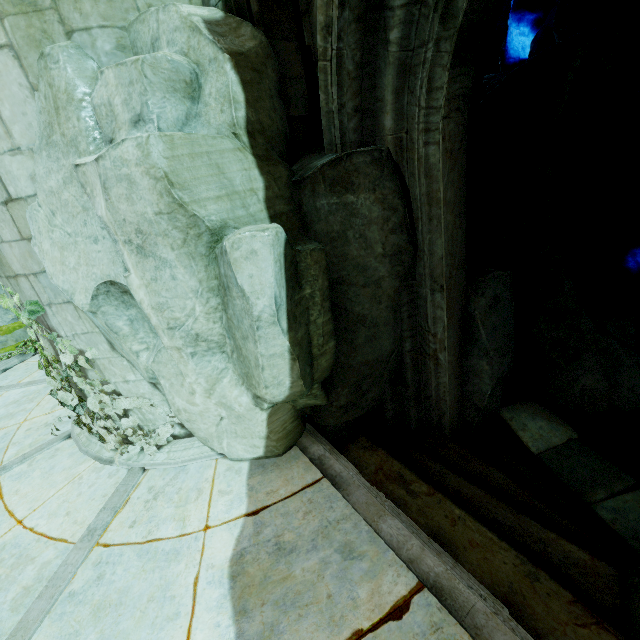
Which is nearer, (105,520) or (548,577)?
(548,577)

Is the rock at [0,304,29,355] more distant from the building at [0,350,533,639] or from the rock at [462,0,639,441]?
the building at [0,350,533,639]

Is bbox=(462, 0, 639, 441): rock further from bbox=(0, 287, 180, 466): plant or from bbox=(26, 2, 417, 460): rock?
bbox=(0, 287, 180, 466): plant

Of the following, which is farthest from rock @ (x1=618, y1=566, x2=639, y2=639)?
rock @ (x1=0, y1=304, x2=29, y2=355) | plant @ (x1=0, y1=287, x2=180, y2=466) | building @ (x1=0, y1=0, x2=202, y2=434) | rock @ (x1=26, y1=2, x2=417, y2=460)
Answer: rock @ (x1=0, y1=304, x2=29, y2=355)

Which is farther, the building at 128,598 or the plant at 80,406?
the plant at 80,406

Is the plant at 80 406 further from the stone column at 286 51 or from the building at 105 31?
the stone column at 286 51

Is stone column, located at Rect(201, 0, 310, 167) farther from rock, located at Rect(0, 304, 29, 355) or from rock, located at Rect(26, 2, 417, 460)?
rock, located at Rect(0, 304, 29, 355)

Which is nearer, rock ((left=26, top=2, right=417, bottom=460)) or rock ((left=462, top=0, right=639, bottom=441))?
rock ((left=26, top=2, right=417, bottom=460))
